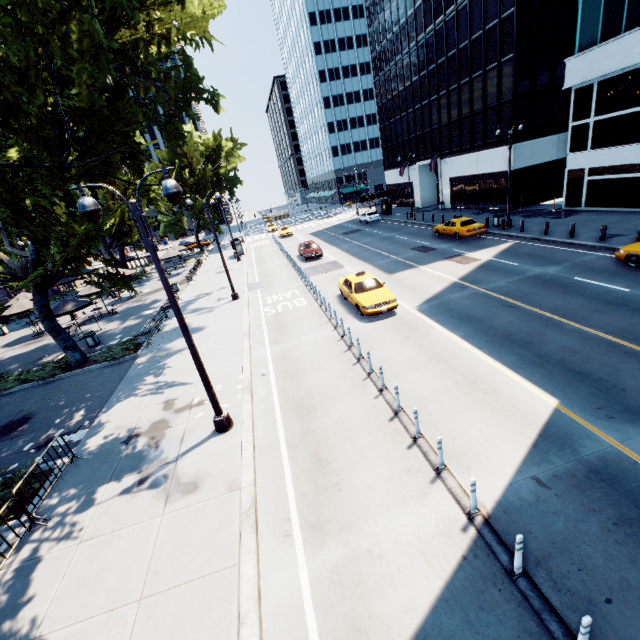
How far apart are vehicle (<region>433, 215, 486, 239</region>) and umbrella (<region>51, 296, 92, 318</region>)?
27.8m

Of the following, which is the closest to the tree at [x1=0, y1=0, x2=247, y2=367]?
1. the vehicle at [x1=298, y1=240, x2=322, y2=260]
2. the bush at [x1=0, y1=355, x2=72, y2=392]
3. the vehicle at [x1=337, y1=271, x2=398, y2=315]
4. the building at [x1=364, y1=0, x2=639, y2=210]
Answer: the bush at [x1=0, y1=355, x2=72, y2=392]

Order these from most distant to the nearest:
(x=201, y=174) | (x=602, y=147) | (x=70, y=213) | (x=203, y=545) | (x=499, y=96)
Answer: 1. (x=201, y=174)
2. (x=70, y=213)
3. (x=499, y=96)
4. (x=602, y=147)
5. (x=203, y=545)

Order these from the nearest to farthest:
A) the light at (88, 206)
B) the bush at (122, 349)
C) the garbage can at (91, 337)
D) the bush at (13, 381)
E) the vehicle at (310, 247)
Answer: the light at (88, 206) → the bush at (13, 381) → the bush at (122, 349) → the garbage can at (91, 337) → the vehicle at (310, 247)

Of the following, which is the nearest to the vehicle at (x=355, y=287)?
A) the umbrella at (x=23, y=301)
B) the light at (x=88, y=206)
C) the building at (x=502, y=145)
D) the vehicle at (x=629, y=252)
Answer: the light at (x=88, y=206)

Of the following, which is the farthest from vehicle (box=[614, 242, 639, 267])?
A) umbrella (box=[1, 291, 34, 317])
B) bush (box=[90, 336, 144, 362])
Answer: umbrella (box=[1, 291, 34, 317])

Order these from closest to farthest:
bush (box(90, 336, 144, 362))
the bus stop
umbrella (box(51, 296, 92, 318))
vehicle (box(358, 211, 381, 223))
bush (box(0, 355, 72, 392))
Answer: bush (box(0, 355, 72, 392)) → bush (box(90, 336, 144, 362)) → umbrella (box(51, 296, 92, 318)) → vehicle (box(358, 211, 381, 223)) → the bus stop

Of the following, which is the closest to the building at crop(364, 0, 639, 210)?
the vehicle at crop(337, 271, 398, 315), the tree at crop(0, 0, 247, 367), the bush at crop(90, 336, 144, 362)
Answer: the vehicle at crop(337, 271, 398, 315)
